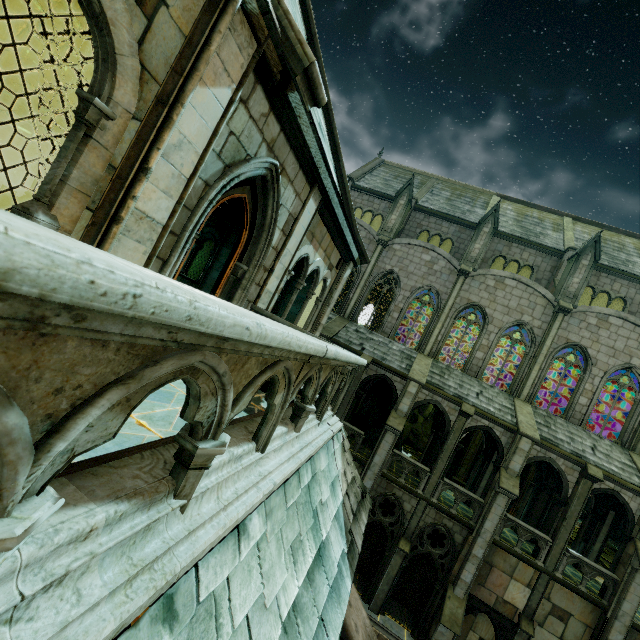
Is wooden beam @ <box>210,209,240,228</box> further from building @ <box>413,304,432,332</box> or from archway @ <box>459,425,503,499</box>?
archway @ <box>459,425,503,499</box>

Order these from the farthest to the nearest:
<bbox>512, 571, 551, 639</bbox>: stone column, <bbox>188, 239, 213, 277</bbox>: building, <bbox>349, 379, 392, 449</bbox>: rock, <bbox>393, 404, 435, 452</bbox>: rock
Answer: <bbox>188, 239, 213, 277</bbox>: building → <bbox>393, 404, 435, 452</bbox>: rock → <bbox>349, 379, 392, 449</bbox>: rock → <bbox>512, 571, 551, 639</bbox>: stone column

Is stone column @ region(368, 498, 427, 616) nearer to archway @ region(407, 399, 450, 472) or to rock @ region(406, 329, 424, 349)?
archway @ region(407, 399, 450, 472)

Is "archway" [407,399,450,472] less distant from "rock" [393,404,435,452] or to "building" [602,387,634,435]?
"building" [602,387,634,435]

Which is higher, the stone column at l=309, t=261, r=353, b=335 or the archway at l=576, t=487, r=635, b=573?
the stone column at l=309, t=261, r=353, b=335

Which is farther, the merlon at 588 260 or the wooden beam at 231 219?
the merlon at 588 260

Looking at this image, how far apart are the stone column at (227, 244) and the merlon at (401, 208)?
13.3m

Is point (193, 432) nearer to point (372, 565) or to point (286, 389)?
point (286, 389)
